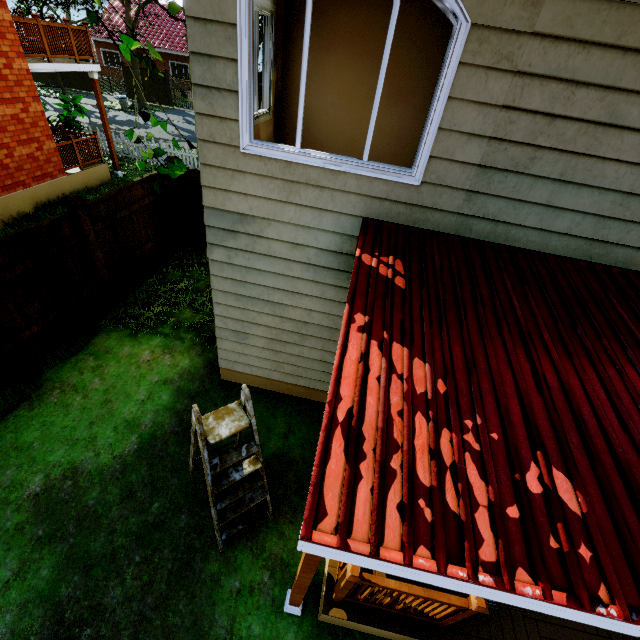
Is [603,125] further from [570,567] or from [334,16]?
[334,16]

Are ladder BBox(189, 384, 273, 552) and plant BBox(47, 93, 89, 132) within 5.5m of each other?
no

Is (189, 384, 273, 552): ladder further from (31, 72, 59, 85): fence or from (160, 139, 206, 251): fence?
(31, 72, 59, 85): fence

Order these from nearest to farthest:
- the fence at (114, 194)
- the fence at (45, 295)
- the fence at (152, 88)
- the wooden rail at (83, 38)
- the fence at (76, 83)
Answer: the fence at (45, 295) < the fence at (114, 194) < the wooden rail at (83, 38) < the fence at (152, 88) < the fence at (76, 83)

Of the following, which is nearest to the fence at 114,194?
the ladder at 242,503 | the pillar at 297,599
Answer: the ladder at 242,503

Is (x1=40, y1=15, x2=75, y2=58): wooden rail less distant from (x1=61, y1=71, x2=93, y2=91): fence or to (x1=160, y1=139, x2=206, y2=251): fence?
(x1=160, y1=139, x2=206, y2=251): fence

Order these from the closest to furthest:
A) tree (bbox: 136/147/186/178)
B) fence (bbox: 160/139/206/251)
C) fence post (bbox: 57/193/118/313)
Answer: tree (bbox: 136/147/186/178) → fence post (bbox: 57/193/118/313) → fence (bbox: 160/139/206/251)

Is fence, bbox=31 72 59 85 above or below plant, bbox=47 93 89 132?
below
